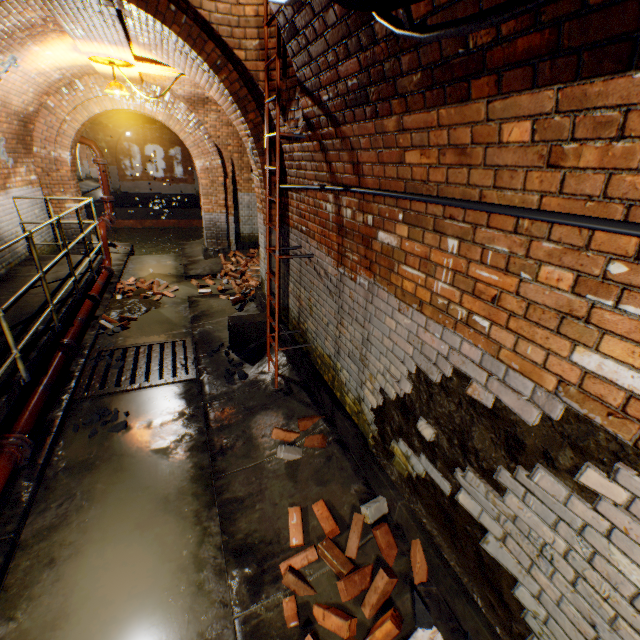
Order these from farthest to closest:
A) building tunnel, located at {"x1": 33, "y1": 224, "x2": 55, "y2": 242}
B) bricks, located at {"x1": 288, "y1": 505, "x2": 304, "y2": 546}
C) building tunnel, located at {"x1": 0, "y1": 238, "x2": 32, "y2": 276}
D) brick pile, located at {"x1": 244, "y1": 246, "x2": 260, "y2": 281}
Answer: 1. brick pile, located at {"x1": 244, "y1": 246, "x2": 260, "y2": 281}
2. building tunnel, located at {"x1": 33, "y1": 224, "x2": 55, "y2": 242}
3. building tunnel, located at {"x1": 0, "y1": 238, "x2": 32, "y2": 276}
4. bricks, located at {"x1": 288, "y1": 505, "x2": 304, "y2": 546}

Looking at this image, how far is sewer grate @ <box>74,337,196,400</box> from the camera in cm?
472

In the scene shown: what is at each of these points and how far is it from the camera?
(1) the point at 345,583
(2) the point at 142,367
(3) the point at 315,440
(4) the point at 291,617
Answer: (1) bricks, 2.35m
(2) sewer grate, 5.23m
(3) bricks, 3.51m
(4) bricks, 2.30m

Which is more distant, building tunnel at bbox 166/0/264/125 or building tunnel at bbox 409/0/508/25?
building tunnel at bbox 166/0/264/125

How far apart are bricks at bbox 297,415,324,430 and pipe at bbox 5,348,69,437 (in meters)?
2.49

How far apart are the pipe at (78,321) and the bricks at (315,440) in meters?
3.7 m

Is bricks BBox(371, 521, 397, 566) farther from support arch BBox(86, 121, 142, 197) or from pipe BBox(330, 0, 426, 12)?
support arch BBox(86, 121, 142, 197)

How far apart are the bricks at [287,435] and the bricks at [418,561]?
0.80m
